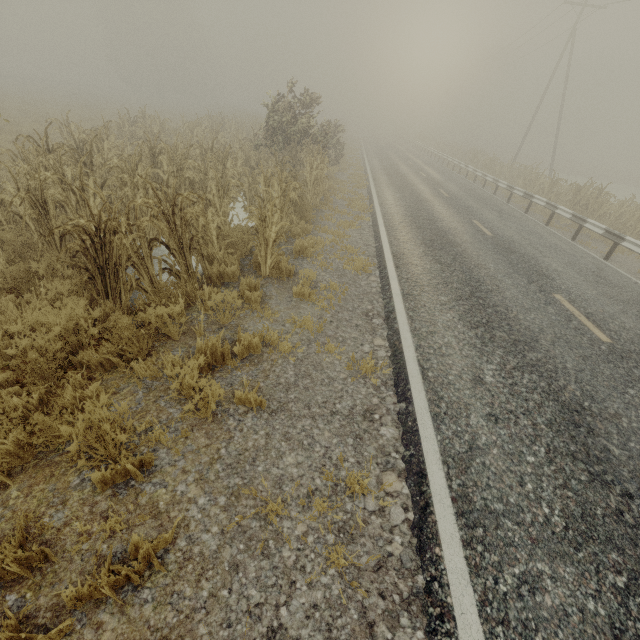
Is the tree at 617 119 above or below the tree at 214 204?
above

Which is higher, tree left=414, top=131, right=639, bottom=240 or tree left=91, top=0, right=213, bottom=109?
tree left=91, top=0, right=213, bottom=109

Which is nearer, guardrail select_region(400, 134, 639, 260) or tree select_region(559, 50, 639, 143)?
guardrail select_region(400, 134, 639, 260)

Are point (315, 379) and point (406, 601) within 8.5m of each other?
yes

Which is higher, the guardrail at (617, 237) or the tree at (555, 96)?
the tree at (555, 96)

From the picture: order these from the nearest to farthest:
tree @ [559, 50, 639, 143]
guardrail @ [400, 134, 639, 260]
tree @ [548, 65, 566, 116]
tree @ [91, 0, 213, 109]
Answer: guardrail @ [400, 134, 639, 260] → tree @ [91, 0, 213, 109] → tree @ [559, 50, 639, 143] → tree @ [548, 65, 566, 116]

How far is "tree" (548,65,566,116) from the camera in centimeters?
5503cm

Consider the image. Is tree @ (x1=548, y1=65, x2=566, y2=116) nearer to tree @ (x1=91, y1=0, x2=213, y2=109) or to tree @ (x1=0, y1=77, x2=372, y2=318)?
tree @ (x1=0, y1=77, x2=372, y2=318)
